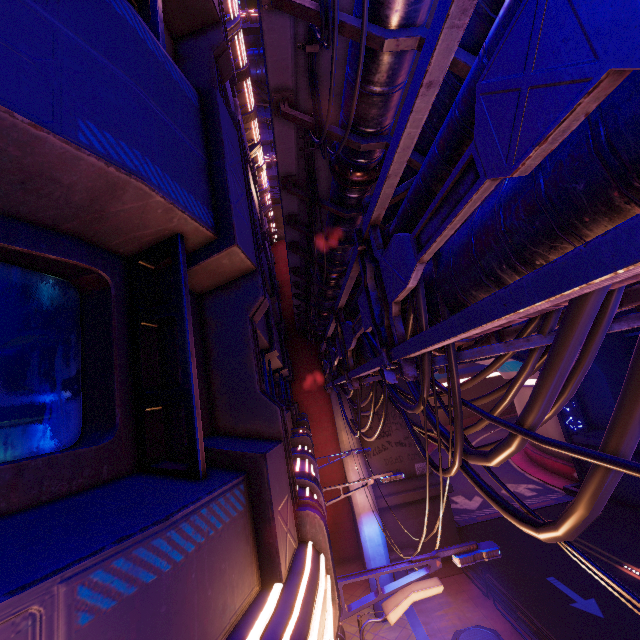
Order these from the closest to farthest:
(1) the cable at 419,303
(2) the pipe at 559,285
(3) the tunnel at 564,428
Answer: (2) the pipe at 559,285, (1) the cable at 419,303, (3) the tunnel at 564,428

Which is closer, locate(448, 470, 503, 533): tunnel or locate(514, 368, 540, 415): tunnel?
locate(448, 470, 503, 533): tunnel

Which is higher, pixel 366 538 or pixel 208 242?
pixel 208 242

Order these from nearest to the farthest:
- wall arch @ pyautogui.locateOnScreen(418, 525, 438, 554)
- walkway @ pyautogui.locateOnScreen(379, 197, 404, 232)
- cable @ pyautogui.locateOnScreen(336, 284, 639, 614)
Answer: cable @ pyautogui.locateOnScreen(336, 284, 639, 614) → walkway @ pyautogui.locateOnScreen(379, 197, 404, 232) → wall arch @ pyautogui.locateOnScreen(418, 525, 438, 554)

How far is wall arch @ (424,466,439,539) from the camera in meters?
18.7 m

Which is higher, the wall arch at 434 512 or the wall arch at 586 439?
the wall arch at 586 439

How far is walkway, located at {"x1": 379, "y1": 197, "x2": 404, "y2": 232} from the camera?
6.1 meters
